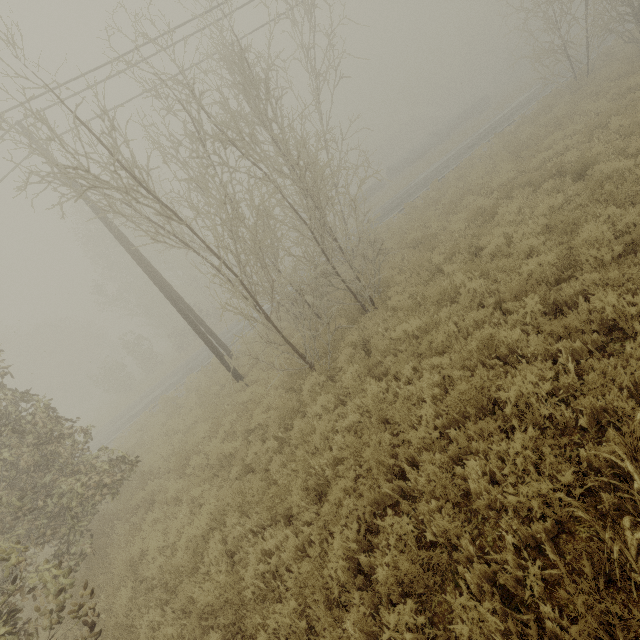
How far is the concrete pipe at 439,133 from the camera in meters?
39.2

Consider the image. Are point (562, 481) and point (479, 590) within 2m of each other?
yes

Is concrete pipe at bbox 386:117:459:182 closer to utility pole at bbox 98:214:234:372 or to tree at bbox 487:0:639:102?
tree at bbox 487:0:639:102

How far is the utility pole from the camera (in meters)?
11.80

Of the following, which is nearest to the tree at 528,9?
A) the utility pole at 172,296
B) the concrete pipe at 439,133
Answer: the utility pole at 172,296

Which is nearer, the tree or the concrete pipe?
the tree

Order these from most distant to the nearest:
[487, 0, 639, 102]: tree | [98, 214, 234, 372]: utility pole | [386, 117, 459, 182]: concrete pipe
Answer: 1. [386, 117, 459, 182]: concrete pipe
2. [487, 0, 639, 102]: tree
3. [98, 214, 234, 372]: utility pole

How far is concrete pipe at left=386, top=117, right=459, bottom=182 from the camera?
39.2m
